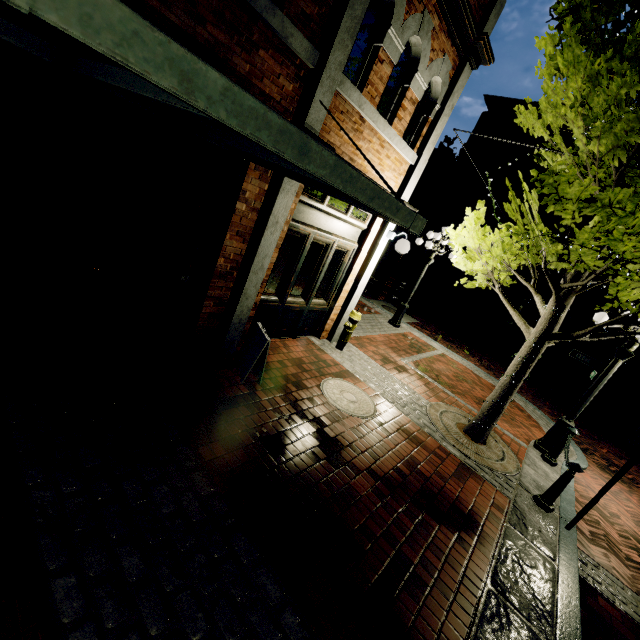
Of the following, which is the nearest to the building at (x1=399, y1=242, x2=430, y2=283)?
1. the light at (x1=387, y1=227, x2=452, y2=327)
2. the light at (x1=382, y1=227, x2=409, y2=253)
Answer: the light at (x1=387, y1=227, x2=452, y2=327)

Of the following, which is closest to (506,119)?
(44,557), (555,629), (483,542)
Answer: (483,542)

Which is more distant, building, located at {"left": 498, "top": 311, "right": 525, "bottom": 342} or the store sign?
building, located at {"left": 498, "top": 311, "right": 525, "bottom": 342}

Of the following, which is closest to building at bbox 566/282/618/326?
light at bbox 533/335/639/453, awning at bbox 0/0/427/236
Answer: light at bbox 533/335/639/453

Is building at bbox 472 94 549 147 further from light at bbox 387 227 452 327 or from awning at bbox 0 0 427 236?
awning at bbox 0 0 427 236

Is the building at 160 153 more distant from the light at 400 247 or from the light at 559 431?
the light at 559 431

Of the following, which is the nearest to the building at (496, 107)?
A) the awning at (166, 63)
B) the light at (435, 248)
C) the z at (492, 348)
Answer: the z at (492, 348)

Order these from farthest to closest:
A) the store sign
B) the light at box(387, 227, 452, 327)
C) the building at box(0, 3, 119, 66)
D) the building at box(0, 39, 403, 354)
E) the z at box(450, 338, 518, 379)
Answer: the z at box(450, 338, 518, 379) < the light at box(387, 227, 452, 327) < the store sign < the building at box(0, 39, 403, 354) < the building at box(0, 3, 119, 66)
